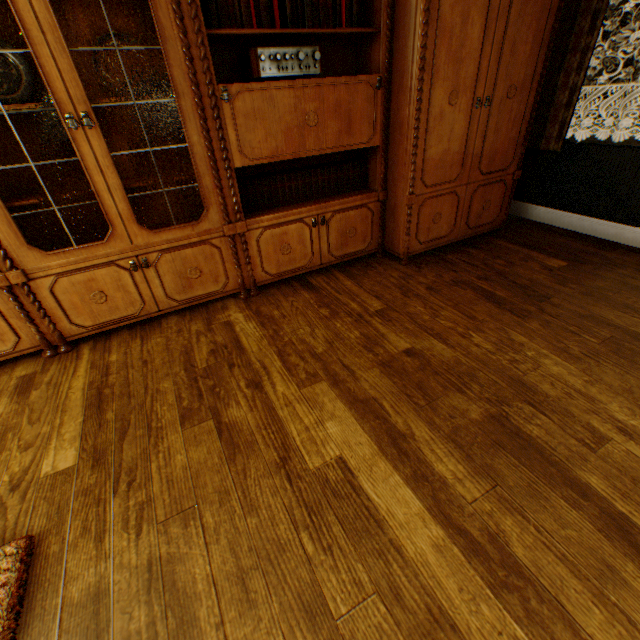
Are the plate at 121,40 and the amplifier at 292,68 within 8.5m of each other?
yes

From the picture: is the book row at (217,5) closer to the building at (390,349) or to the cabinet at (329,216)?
the cabinet at (329,216)

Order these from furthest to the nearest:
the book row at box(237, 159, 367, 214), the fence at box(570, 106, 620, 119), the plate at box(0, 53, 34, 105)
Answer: the fence at box(570, 106, 620, 119) → the book row at box(237, 159, 367, 214) → the plate at box(0, 53, 34, 105)

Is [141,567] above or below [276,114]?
below

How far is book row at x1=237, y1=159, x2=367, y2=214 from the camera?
2.48m

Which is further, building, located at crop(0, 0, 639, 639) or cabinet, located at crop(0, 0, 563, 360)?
cabinet, located at crop(0, 0, 563, 360)

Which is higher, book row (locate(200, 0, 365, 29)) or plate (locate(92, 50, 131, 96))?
book row (locate(200, 0, 365, 29))

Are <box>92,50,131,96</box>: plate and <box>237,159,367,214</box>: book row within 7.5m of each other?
yes
